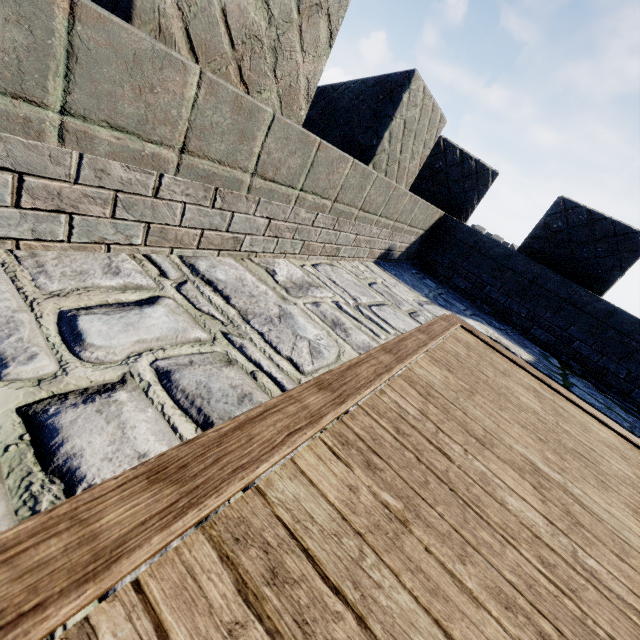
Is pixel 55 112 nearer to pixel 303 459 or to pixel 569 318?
pixel 303 459
